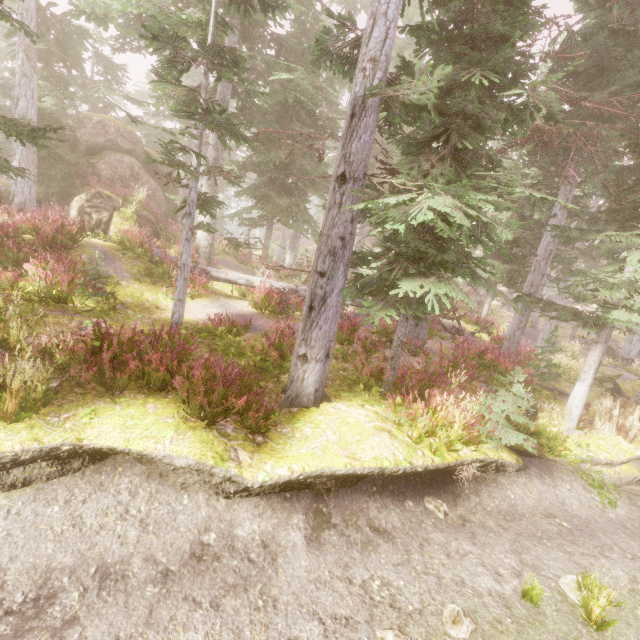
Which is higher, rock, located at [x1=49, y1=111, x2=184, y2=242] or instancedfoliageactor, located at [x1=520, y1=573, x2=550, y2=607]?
rock, located at [x1=49, y1=111, x2=184, y2=242]

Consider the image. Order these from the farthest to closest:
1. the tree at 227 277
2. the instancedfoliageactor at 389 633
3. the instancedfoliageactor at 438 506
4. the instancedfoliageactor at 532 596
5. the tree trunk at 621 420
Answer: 1. the tree at 227 277
2. the tree trunk at 621 420
3. the instancedfoliageactor at 438 506
4. the instancedfoliageactor at 532 596
5. the instancedfoliageactor at 389 633

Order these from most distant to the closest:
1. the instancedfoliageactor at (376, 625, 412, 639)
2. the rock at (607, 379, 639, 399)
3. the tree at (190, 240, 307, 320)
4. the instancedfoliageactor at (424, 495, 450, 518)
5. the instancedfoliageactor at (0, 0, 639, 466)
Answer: the rock at (607, 379, 639, 399), the tree at (190, 240, 307, 320), the instancedfoliageactor at (424, 495, 450, 518), the instancedfoliageactor at (0, 0, 639, 466), the instancedfoliageactor at (376, 625, 412, 639)

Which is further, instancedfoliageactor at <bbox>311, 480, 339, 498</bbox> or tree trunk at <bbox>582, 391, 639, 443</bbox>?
tree trunk at <bbox>582, 391, 639, 443</bbox>

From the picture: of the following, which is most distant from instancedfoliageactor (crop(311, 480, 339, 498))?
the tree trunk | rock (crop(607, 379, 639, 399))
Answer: the tree trunk

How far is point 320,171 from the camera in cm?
1719

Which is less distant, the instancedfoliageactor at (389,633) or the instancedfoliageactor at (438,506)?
the instancedfoliageactor at (389,633)
